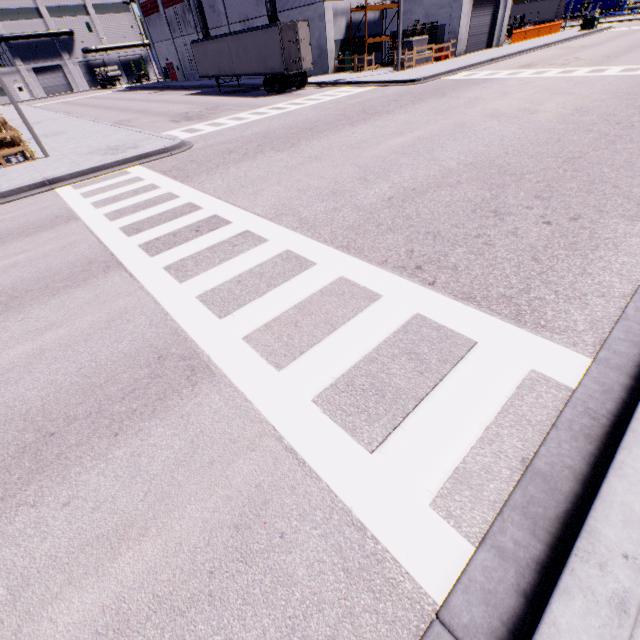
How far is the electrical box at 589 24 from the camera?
35.88m

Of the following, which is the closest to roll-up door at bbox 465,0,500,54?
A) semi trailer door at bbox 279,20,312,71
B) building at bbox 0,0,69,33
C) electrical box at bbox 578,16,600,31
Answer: building at bbox 0,0,69,33

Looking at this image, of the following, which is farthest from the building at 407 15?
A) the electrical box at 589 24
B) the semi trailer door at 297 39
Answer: the semi trailer door at 297 39

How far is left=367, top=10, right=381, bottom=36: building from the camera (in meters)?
30.27

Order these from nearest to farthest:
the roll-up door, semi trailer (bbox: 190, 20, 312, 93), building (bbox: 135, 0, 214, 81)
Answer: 1. semi trailer (bbox: 190, 20, 312, 93)
2. the roll-up door
3. building (bbox: 135, 0, 214, 81)

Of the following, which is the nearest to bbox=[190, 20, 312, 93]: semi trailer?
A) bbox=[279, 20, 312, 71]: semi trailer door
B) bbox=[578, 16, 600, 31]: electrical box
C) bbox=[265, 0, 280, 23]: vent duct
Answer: bbox=[279, 20, 312, 71]: semi trailer door

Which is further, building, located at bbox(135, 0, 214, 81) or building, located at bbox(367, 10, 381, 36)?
building, located at bbox(135, 0, 214, 81)

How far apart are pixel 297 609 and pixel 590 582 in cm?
180
